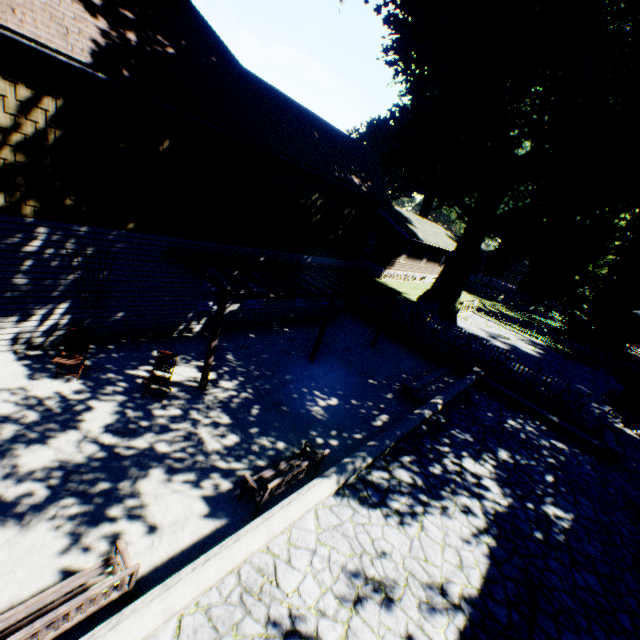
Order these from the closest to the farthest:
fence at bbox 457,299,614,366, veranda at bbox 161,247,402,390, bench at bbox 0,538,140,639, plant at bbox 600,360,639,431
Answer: bench at bbox 0,538,140,639 < veranda at bbox 161,247,402,390 < plant at bbox 600,360,639,431 < fence at bbox 457,299,614,366

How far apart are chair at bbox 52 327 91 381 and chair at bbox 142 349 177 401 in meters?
1.5 m

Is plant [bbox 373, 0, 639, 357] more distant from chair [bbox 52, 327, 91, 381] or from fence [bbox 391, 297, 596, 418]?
chair [bbox 52, 327, 91, 381]

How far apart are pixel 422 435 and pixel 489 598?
3.9m

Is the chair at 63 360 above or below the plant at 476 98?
below

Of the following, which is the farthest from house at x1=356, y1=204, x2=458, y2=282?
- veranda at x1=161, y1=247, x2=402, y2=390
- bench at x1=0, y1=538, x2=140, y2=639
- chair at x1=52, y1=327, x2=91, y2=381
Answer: bench at x1=0, y1=538, x2=140, y2=639

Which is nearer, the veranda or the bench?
the bench

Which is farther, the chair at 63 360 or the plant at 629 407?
the plant at 629 407
